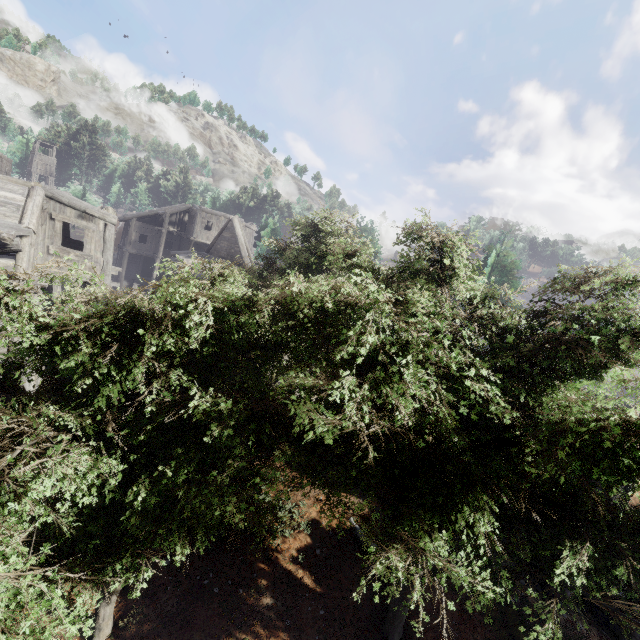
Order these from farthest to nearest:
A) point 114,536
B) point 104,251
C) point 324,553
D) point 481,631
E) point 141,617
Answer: point 104,251
point 324,553
point 481,631
point 141,617
point 114,536
